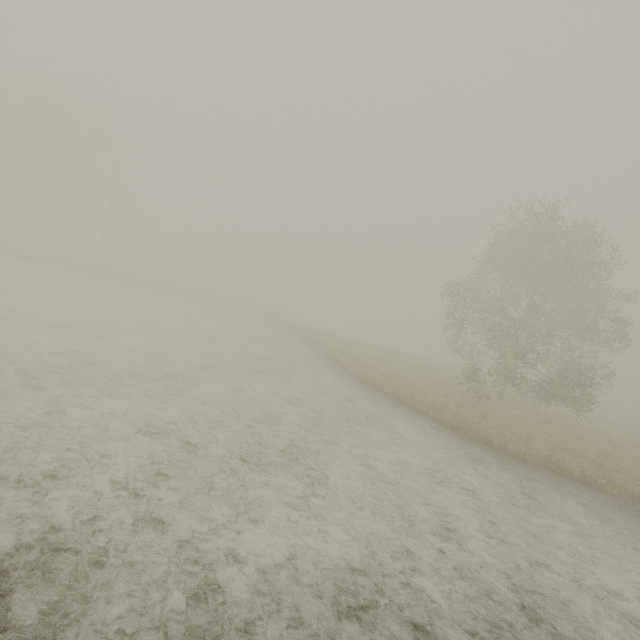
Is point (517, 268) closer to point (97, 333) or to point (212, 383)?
point (212, 383)
